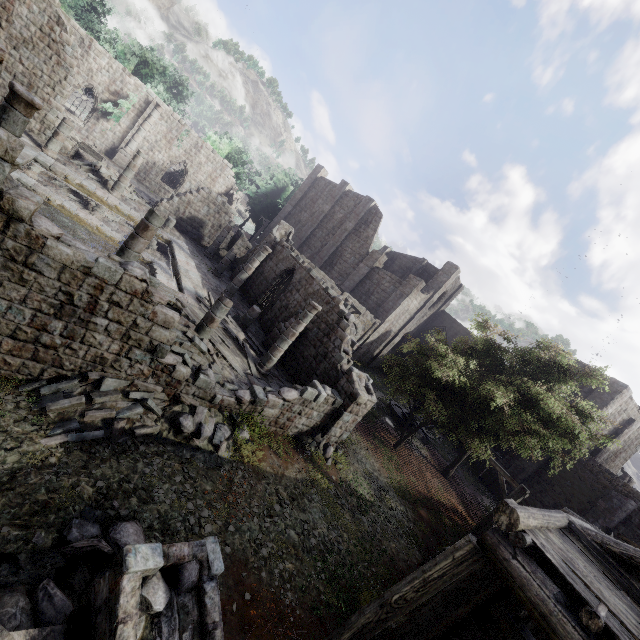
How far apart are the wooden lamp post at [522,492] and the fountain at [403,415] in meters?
11.8 m

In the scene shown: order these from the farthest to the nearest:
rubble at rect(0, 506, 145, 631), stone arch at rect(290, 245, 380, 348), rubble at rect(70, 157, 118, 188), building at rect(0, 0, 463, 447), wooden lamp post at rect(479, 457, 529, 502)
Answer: stone arch at rect(290, 245, 380, 348) → rubble at rect(70, 157, 118, 188) → wooden lamp post at rect(479, 457, 529, 502) → building at rect(0, 0, 463, 447) → rubble at rect(0, 506, 145, 631)

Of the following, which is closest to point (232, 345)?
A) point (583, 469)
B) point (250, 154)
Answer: point (583, 469)

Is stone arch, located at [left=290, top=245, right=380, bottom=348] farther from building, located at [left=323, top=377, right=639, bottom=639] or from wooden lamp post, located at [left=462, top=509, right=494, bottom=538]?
wooden lamp post, located at [left=462, top=509, right=494, bottom=538]

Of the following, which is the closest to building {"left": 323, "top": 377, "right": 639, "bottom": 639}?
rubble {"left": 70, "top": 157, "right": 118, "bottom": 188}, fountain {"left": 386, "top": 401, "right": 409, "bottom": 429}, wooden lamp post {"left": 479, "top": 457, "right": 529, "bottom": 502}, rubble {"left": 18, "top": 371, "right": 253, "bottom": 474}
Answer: rubble {"left": 70, "top": 157, "right": 118, "bottom": 188}

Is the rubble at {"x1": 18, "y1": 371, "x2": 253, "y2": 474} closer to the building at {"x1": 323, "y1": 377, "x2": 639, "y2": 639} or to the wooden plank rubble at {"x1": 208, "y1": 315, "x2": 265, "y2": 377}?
the building at {"x1": 323, "y1": 377, "x2": 639, "y2": 639}

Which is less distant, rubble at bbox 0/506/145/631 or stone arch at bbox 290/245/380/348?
rubble at bbox 0/506/145/631

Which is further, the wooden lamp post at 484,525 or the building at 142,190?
the wooden lamp post at 484,525
